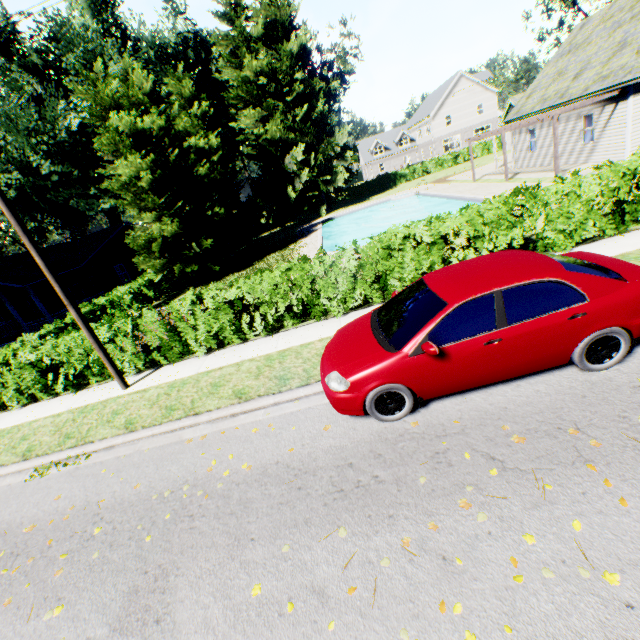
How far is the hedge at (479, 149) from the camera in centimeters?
4422cm

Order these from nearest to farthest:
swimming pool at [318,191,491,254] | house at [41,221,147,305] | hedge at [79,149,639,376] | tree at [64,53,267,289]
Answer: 1. hedge at [79,149,639,376]
2. tree at [64,53,267,289]
3. swimming pool at [318,191,491,254]
4. house at [41,221,147,305]

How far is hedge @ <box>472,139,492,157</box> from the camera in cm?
4422

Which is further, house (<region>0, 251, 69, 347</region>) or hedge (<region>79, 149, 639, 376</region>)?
house (<region>0, 251, 69, 347</region>)

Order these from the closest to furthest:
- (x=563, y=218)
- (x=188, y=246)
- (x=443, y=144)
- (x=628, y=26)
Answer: (x=563, y=218) < (x=628, y=26) < (x=188, y=246) < (x=443, y=144)

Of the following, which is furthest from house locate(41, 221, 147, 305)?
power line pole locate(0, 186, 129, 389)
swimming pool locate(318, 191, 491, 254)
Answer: power line pole locate(0, 186, 129, 389)

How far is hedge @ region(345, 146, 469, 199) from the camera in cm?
4500

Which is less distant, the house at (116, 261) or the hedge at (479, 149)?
the house at (116, 261)
